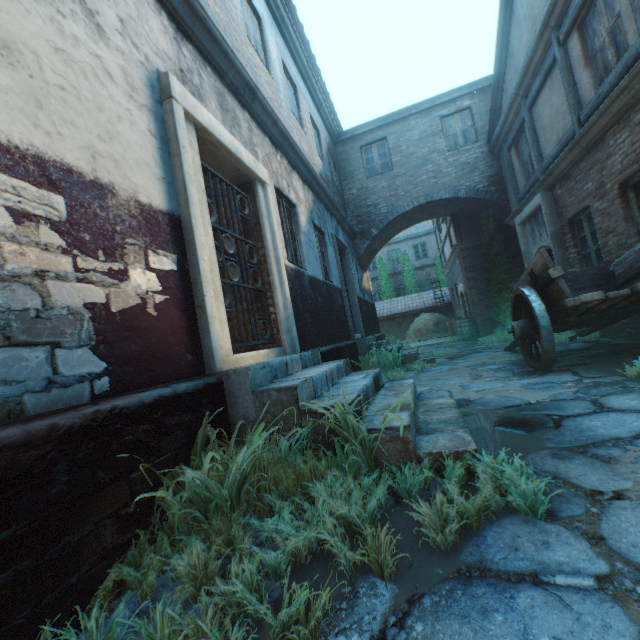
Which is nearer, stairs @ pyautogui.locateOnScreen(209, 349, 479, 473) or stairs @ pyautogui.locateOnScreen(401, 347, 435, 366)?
stairs @ pyautogui.locateOnScreen(209, 349, 479, 473)

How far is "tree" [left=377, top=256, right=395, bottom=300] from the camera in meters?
24.9

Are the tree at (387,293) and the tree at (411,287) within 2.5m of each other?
yes

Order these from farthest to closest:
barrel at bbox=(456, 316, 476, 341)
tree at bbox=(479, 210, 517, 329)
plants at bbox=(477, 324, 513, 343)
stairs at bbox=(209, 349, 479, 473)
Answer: barrel at bbox=(456, 316, 476, 341) → tree at bbox=(479, 210, 517, 329) → plants at bbox=(477, 324, 513, 343) → stairs at bbox=(209, 349, 479, 473)

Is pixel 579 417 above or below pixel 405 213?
below

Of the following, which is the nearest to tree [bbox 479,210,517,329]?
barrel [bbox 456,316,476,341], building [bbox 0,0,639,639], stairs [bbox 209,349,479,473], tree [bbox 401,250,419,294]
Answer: building [bbox 0,0,639,639]

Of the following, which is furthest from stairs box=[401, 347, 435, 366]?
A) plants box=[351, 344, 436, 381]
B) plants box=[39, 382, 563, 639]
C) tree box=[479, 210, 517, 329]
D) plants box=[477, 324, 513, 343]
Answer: plants box=[39, 382, 563, 639]

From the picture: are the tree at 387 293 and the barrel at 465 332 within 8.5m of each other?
no
